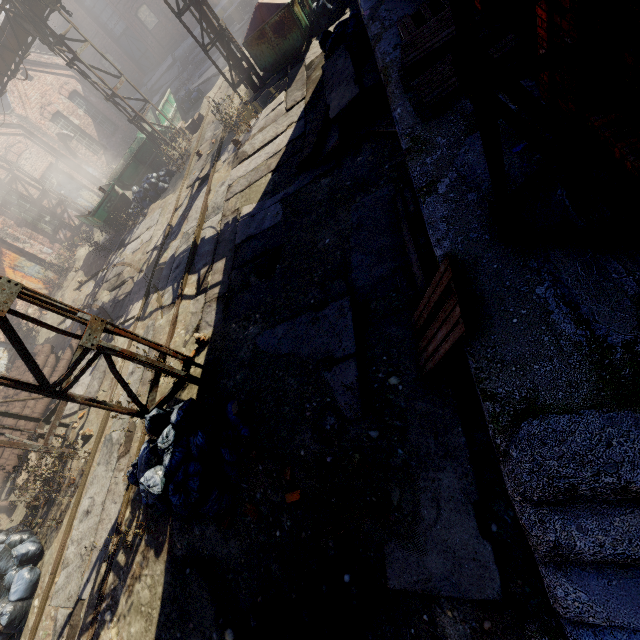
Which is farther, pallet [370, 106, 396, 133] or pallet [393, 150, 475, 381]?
pallet [370, 106, 396, 133]

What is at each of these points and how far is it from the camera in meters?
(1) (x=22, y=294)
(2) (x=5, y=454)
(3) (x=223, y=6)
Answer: (1) scaffolding, 3.9
(2) pipe, 9.3
(3) building, 22.2

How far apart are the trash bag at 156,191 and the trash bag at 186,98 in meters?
6.3

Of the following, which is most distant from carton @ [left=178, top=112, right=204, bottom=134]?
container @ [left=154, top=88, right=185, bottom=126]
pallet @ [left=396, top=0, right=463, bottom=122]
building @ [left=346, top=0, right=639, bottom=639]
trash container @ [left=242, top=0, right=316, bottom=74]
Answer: pallet @ [left=396, top=0, right=463, bottom=122]

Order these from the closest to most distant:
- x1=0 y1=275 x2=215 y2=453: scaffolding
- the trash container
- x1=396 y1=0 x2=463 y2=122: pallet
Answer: x1=0 y1=275 x2=215 y2=453: scaffolding → x1=396 y1=0 x2=463 y2=122: pallet → the trash container

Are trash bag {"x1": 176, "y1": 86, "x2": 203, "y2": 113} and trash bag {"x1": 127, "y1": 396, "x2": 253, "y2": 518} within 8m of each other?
no

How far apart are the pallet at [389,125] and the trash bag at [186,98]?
16.1m

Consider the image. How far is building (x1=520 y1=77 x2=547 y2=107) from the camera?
3.51m
